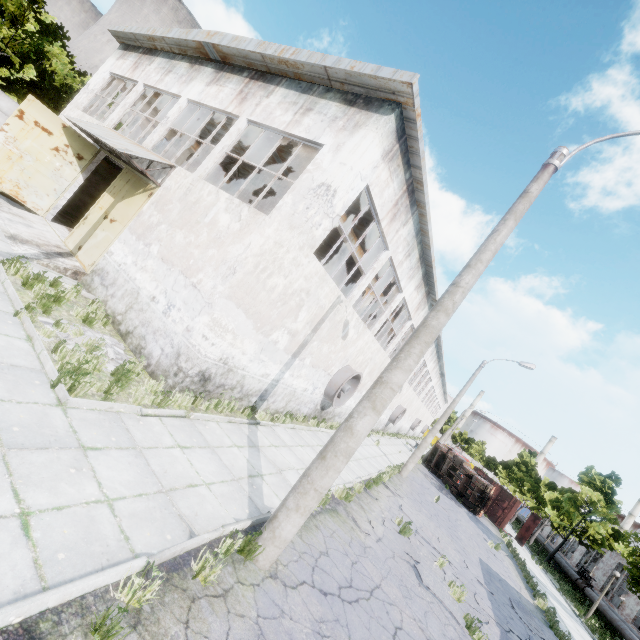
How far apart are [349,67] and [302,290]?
6.3 meters

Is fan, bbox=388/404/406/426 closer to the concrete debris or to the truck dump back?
the truck dump back

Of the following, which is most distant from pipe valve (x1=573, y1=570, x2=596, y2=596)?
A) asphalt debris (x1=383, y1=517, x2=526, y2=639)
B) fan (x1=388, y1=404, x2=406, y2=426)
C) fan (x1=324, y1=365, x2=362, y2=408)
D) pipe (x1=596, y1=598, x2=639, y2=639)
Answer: fan (x1=324, y1=365, x2=362, y2=408)

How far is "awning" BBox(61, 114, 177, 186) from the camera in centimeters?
1063cm

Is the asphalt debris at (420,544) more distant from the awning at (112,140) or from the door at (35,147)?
the door at (35,147)

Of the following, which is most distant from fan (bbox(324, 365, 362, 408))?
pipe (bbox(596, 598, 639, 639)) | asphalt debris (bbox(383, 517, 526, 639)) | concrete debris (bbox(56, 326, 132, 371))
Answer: pipe (bbox(596, 598, 639, 639))

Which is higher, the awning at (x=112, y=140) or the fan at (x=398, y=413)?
the awning at (x=112, y=140)

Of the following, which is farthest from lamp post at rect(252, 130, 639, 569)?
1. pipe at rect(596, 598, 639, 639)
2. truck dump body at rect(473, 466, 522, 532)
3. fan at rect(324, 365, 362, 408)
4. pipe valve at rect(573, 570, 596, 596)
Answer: truck dump body at rect(473, 466, 522, 532)
